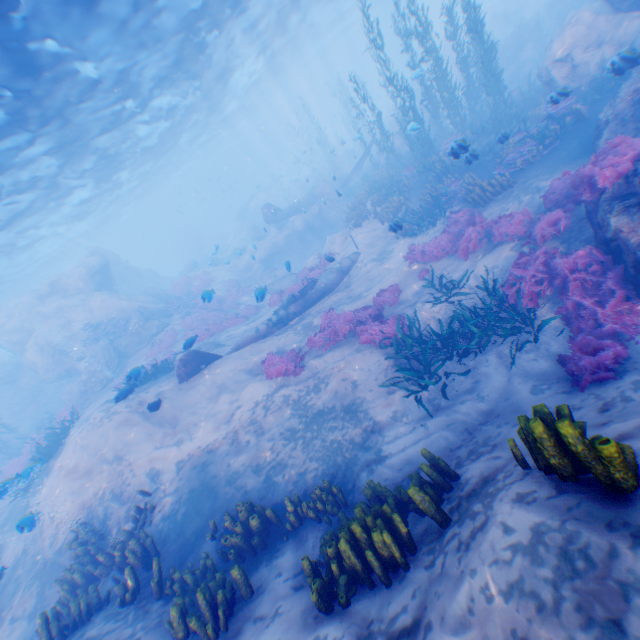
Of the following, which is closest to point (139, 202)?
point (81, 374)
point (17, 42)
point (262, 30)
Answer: point (262, 30)

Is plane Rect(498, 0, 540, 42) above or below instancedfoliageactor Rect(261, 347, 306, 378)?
above

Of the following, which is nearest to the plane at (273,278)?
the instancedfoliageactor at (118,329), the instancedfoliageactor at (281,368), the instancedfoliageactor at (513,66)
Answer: the instancedfoliageactor at (513,66)

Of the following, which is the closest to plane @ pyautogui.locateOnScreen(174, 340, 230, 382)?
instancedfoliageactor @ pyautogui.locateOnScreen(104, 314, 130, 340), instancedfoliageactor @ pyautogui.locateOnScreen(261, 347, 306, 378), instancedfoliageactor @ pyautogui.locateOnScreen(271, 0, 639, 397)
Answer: instancedfoliageactor @ pyautogui.locateOnScreen(271, 0, 639, 397)

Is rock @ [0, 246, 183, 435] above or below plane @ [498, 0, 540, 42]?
above

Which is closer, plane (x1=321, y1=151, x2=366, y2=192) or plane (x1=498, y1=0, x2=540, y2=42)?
plane (x1=321, y1=151, x2=366, y2=192)

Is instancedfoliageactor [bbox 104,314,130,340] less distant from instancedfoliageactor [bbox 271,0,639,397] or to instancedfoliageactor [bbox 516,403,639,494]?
instancedfoliageactor [bbox 271,0,639,397]

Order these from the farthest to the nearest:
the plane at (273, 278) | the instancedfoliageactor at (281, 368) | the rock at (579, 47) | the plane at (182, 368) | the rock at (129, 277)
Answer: the rock at (129, 277), the plane at (273, 278), the plane at (182, 368), the instancedfoliageactor at (281, 368), the rock at (579, 47)
